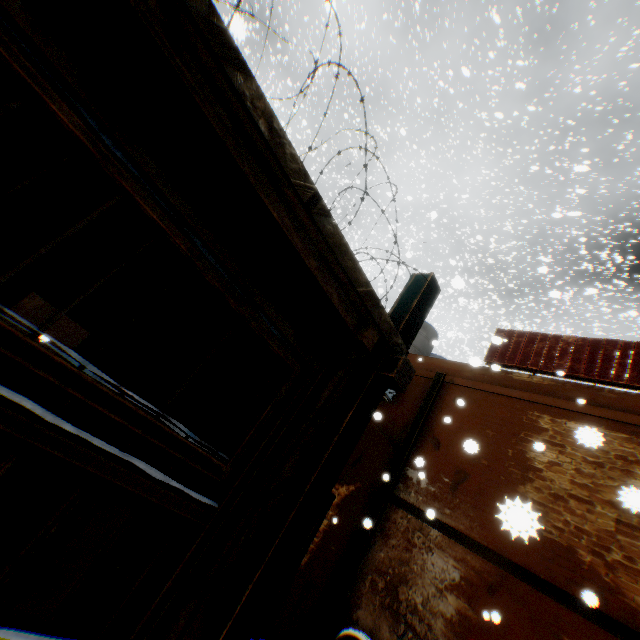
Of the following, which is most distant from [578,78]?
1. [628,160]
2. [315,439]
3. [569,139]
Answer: [315,439]

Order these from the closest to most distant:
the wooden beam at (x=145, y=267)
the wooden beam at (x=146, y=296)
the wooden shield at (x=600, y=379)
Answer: the wooden beam at (x=145, y=267) → the wooden beam at (x=146, y=296) → the wooden shield at (x=600, y=379)

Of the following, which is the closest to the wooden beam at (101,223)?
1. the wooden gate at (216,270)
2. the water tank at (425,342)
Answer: the wooden gate at (216,270)

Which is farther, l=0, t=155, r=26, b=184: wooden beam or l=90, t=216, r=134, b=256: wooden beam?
l=0, t=155, r=26, b=184: wooden beam

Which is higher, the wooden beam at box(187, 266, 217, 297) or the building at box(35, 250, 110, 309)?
the wooden beam at box(187, 266, 217, 297)

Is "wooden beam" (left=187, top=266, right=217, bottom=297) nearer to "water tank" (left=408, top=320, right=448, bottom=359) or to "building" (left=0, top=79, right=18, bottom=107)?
"building" (left=0, top=79, right=18, bottom=107)

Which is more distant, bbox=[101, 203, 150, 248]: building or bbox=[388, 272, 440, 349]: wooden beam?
bbox=[101, 203, 150, 248]: building

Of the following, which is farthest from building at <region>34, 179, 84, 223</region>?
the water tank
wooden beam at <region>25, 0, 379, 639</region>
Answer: the water tank
